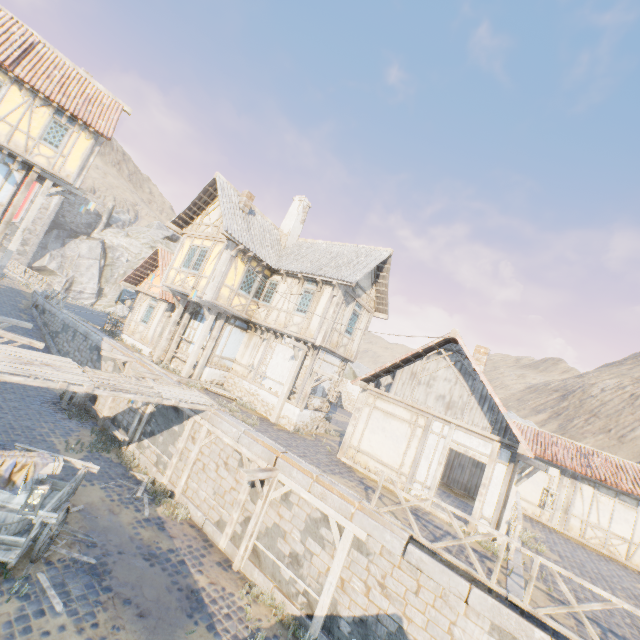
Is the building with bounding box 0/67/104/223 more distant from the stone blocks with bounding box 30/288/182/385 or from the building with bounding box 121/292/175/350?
the building with bounding box 121/292/175/350

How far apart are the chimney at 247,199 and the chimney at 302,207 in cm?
296

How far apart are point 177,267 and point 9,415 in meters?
9.1

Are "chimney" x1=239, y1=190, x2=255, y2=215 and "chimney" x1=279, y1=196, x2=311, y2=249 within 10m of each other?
yes

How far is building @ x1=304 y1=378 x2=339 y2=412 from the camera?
15.4 meters

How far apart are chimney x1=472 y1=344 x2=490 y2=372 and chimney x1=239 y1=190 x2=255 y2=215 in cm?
1273

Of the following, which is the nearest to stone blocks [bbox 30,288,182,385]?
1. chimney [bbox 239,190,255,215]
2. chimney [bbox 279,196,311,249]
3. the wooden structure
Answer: the wooden structure

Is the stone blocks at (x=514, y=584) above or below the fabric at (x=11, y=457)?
above
